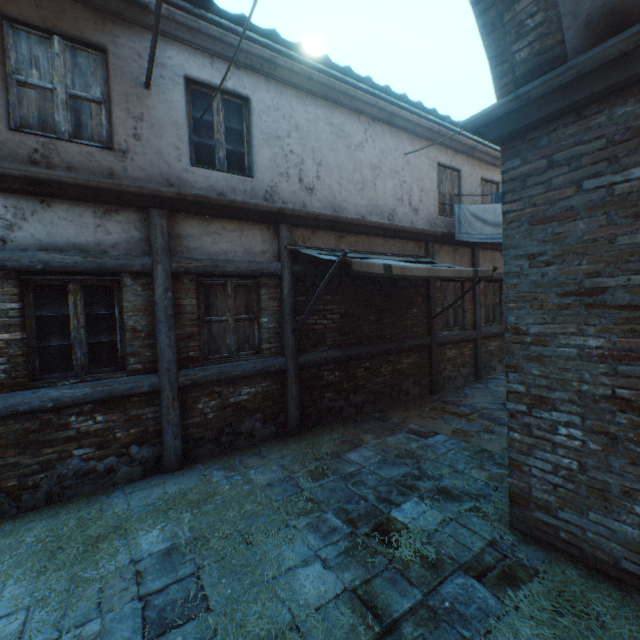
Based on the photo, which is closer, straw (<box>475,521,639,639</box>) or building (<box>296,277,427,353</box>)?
straw (<box>475,521,639,639</box>)

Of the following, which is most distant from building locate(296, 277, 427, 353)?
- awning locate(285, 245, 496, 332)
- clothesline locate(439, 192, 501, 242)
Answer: clothesline locate(439, 192, 501, 242)

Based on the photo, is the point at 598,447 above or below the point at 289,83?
below

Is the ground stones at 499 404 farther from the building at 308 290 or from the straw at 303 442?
the building at 308 290

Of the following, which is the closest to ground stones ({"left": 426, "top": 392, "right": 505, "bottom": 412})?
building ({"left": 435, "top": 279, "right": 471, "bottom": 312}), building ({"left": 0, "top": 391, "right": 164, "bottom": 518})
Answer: building ({"left": 435, "top": 279, "right": 471, "bottom": 312})

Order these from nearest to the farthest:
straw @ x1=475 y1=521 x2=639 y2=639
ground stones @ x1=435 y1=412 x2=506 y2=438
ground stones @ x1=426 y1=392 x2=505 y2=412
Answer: straw @ x1=475 y1=521 x2=639 y2=639
ground stones @ x1=435 y1=412 x2=506 y2=438
ground stones @ x1=426 y1=392 x2=505 y2=412

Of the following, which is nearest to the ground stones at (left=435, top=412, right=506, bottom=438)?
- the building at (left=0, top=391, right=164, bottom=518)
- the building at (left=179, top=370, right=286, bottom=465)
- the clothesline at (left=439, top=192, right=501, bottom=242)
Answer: the building at (left=179, top=370, right=286, bottom=465)

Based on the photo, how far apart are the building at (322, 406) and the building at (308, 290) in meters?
0.2 m
